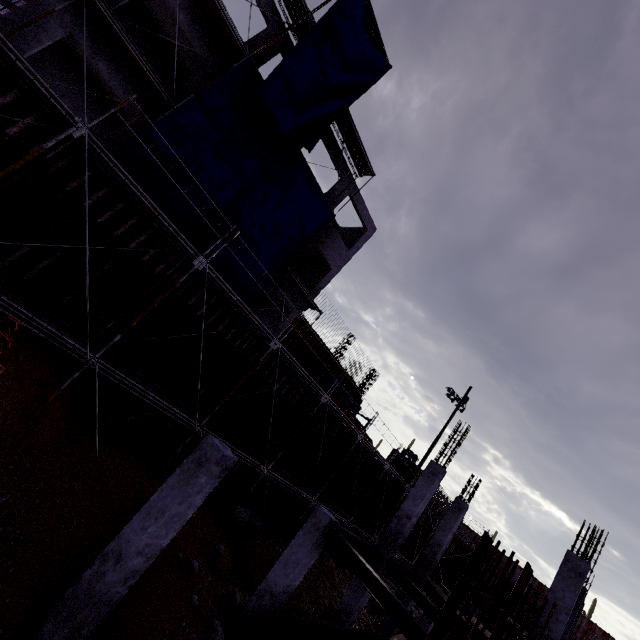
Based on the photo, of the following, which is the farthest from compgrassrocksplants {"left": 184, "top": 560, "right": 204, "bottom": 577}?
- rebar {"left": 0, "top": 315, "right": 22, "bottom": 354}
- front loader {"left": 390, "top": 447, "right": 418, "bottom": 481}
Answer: front loader {"left": 390, "top": 447, "right": 418, "bottom": 481}

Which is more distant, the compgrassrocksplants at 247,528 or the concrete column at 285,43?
the concrete column at 285,43

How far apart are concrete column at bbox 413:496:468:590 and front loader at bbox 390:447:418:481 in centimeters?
1512cm

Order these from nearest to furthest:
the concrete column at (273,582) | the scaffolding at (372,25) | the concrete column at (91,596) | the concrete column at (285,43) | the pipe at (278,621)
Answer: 1. the concrete column at (91,596)
2. the pipe at (278,621)
3. the concrete column at (273,582)
4. the concrete column at (285,43)
5. the scaffolding at (372,25)

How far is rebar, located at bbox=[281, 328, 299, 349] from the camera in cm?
2034

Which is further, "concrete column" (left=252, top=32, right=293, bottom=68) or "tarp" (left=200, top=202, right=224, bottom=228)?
"concrete column" (left=252, top=32, right=293, bottom=68)

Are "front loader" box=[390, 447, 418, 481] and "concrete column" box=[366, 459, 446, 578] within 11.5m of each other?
no

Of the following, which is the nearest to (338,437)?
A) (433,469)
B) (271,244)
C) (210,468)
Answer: (433,469)
